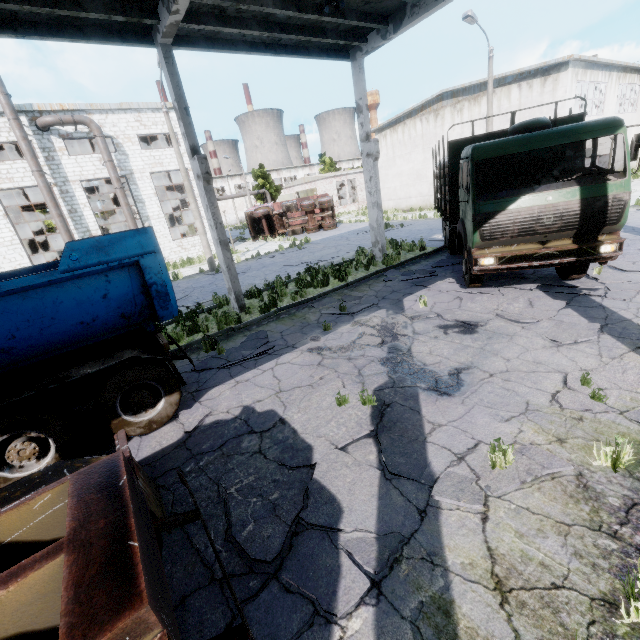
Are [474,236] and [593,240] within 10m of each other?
yes

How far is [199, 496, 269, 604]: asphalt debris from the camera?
2.97m

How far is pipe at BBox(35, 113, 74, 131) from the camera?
19.5 meters

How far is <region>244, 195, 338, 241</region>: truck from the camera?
28.8m

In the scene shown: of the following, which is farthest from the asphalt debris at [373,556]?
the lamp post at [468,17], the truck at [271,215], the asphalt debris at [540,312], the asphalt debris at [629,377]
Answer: the truck at [271,215]

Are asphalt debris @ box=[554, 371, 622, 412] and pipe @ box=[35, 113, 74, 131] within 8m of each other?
no

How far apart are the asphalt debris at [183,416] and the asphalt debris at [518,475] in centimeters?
386cm

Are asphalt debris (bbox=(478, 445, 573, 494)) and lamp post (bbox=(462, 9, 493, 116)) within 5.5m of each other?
no
